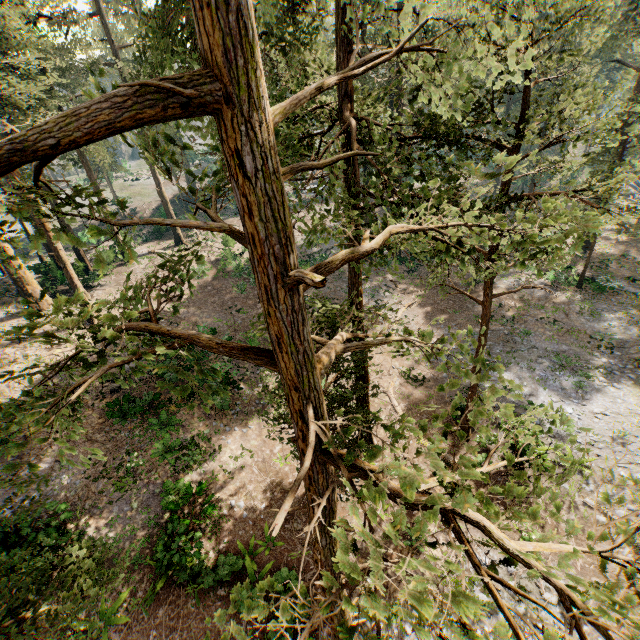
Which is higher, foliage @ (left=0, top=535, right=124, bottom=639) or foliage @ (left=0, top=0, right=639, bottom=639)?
foliage @ (left=0, top=0, right=639, bottom=639)

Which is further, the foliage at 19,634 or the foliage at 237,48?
the foliage at 19,634

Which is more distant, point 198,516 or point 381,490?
point 198,516

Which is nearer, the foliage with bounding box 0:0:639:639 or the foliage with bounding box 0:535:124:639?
the foliage with bounding box 0:0:639:639

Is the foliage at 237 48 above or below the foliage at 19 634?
above
